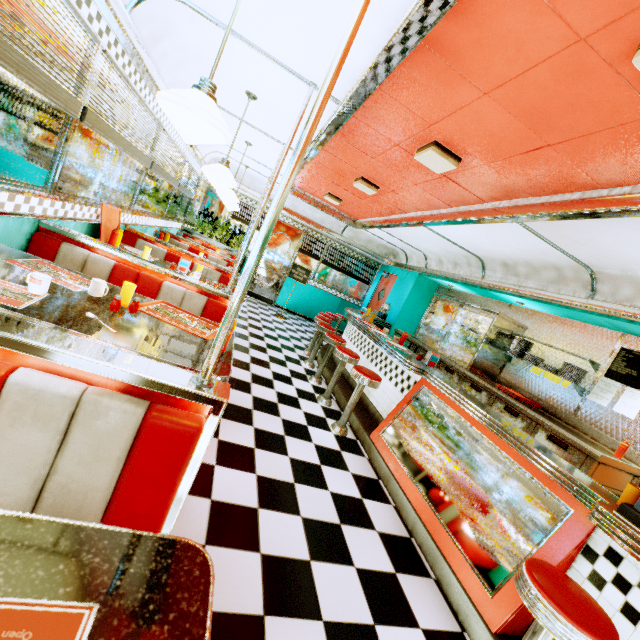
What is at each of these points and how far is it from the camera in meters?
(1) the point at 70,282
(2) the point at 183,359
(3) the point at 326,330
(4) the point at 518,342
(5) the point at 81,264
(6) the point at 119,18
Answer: (1) placemat, 2.1 m
(2) table, 1.8 m
(3) stool, 5.6 m
(4) plate, 5.5 m
(5) seat, 2.7 m
(6) trim, 2.3 m

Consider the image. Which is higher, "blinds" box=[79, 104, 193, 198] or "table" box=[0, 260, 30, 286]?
"blinds" box=[79, 104, 193, 198]

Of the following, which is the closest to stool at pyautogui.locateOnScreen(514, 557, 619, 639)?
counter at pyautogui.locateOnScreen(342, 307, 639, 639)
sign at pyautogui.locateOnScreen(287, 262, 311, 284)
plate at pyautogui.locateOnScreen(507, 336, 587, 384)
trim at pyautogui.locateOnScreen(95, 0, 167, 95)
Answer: counter at pyautogui.locateOnScreen(342, 307, 639, 639)

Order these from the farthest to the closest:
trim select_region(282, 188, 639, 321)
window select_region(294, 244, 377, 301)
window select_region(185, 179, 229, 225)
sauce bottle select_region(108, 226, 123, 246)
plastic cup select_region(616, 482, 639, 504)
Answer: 1. window select_region(294, 244, 377, 301)
2. window select_region(185, 179, 229, 225)
3. sauce bottle select_region(108, 226, 123, 246)
4. trim select_region(282, 188, 639, 321)
5. plastic cup select_region(616, 482, 639, 504)

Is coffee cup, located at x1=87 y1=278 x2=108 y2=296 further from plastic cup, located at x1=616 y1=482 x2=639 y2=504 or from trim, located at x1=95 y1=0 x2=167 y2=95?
plastic cup, located at x1=616 y1=482 x2=639 y2=504

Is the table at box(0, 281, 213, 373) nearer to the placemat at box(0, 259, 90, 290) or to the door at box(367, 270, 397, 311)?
the placemat at box(0, 259, 90, 290)

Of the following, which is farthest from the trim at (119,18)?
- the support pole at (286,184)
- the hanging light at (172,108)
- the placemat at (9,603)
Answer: the placemat at (9,603)

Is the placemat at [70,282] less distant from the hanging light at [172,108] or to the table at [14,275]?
the table at [14,275]
